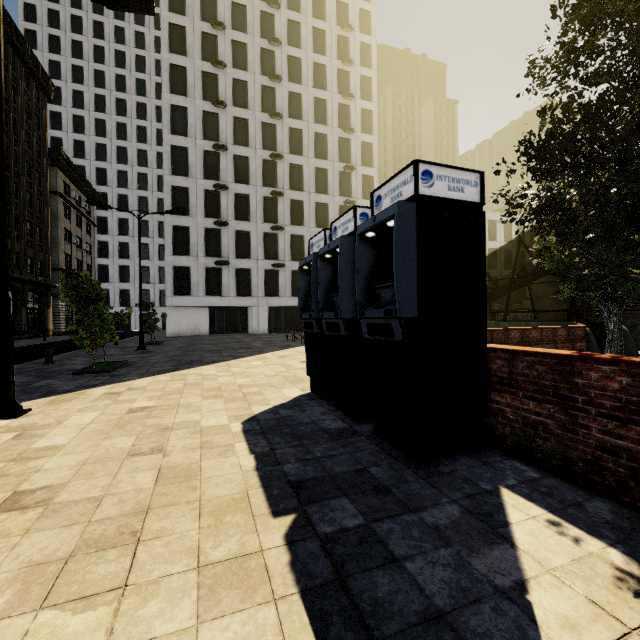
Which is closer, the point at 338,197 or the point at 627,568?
the point at 627,568

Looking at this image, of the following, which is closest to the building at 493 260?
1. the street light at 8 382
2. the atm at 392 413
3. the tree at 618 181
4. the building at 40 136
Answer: the building at 40 136

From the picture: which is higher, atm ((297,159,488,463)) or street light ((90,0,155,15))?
street light ((90,0,155,15))

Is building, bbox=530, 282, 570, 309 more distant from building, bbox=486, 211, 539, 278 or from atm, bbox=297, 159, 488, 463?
atm, bbox=297, 159, 488, 463

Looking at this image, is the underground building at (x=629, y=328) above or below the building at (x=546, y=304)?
below

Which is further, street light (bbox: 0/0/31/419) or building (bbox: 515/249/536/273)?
building (bbox: 515/249/536/273)

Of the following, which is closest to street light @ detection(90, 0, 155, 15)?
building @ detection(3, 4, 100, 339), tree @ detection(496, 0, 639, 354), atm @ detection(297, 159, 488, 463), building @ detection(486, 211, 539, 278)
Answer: tree @ detection(496, 0, 639, 354)

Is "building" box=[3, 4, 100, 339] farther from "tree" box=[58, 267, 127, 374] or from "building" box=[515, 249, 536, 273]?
"building" box=[515, 249, 536, 273]
